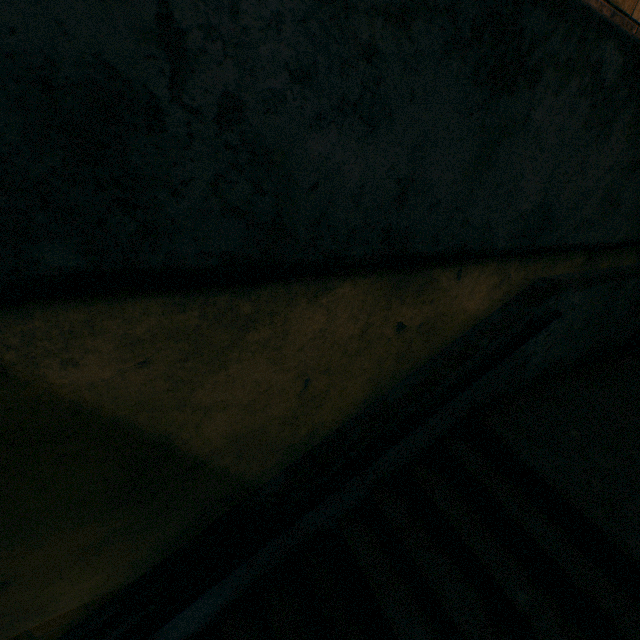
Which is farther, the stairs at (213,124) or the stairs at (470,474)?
the stairs at (470,474)

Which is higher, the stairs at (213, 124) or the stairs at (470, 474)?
the stairs at (213, 124)

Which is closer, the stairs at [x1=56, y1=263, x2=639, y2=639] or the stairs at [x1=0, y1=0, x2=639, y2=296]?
the stairs at [x1=0, y1=0, x2=639, y2=296]

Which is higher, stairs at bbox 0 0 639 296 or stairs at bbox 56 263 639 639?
stairs at bbox 0 0 639 296

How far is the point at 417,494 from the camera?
2.59m
